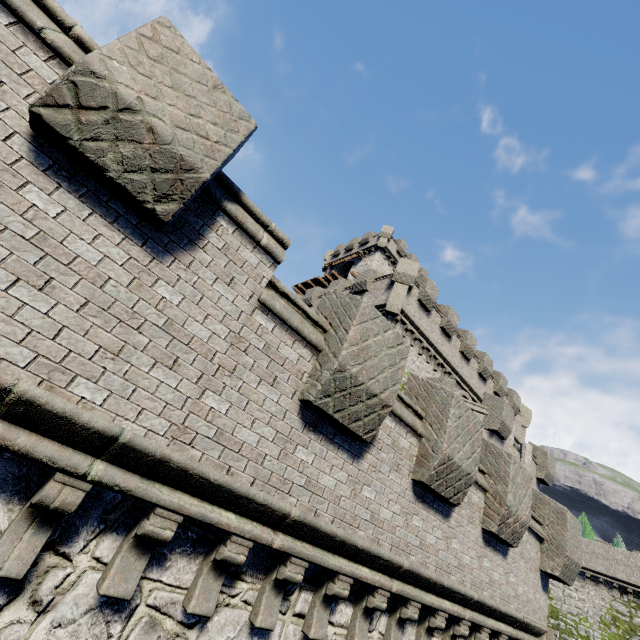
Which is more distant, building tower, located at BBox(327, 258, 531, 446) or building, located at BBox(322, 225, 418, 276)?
building, located at BBox(322, 225, 418, 276)

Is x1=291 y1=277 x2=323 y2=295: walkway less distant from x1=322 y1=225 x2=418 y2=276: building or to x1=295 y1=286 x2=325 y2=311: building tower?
x1=322 y1=225 x2=418 y2=276: building

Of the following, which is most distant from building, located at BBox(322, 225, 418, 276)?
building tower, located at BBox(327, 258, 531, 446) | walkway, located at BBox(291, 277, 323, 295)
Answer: building tower, located at BBox(327, 258, 531, 446)

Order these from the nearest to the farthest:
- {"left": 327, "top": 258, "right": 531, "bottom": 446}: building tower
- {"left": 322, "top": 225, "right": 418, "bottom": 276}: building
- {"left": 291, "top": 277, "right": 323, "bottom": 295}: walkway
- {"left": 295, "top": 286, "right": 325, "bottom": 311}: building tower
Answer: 1. {"left": 327, "top": 258, "right": 531, "bottom": 446}: building tower
2. {"left": 295, "top": 286, "right": 325, "bottom": 311}: building tower
3. {"left": 322, "top": 225, "right": 418, "bottom": 276}: building
4. {"left": 291, "top": 277, "right": 323, "bottom": 295}: walkway

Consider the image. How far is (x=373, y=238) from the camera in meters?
39.4 m

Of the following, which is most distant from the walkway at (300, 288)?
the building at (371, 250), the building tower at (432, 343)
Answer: the building tower at (432, 343)
